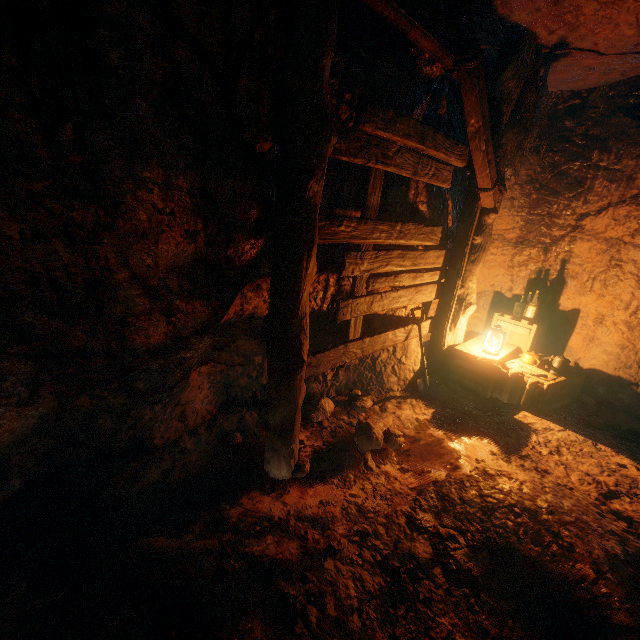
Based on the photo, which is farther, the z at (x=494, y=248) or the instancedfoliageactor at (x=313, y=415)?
the instancedfoliageactor at (x=313, y=415)

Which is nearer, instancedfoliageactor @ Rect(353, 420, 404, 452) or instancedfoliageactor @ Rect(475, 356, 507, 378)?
instancedfoliageactor @ Rect(353, 420, 404, 452)

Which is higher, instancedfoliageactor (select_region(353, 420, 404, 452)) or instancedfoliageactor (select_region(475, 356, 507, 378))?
instancedfoliageactor (select_region(475, 356, 507, 378))

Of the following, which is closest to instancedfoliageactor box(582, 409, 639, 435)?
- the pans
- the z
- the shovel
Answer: the z

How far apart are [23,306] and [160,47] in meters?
1.9

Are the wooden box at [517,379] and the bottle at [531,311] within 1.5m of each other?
yes

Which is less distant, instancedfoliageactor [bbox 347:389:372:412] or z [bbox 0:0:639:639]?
z [bbox 0:0:639:639]

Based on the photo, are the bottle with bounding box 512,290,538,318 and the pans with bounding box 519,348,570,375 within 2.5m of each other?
yes
